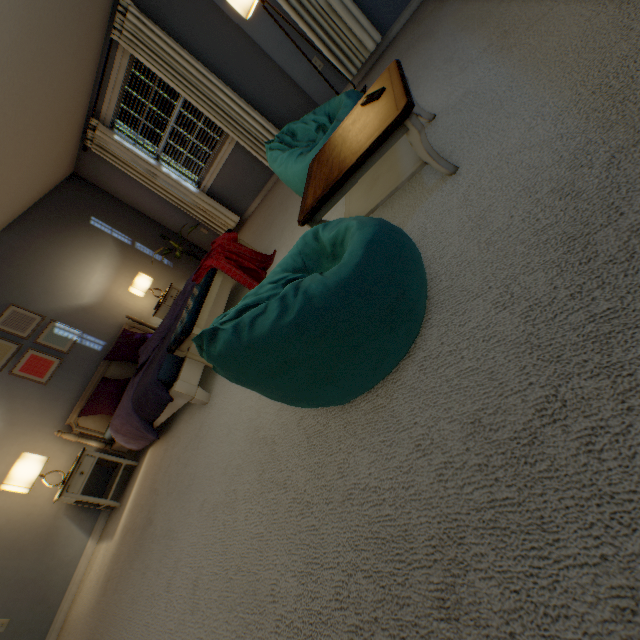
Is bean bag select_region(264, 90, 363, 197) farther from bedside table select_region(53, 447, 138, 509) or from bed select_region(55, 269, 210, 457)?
bedside table select_region(53, 447, 138, 509)

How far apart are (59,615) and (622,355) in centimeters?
446cm

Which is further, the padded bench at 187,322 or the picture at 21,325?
the picture at 21,325

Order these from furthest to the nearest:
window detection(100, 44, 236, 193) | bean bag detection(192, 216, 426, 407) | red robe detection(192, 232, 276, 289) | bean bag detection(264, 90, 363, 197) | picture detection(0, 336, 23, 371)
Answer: window detection(100, 44, 236, 193) < picture detection(0, 336, 23, 371) < red robe detection(192, 232, 276, 289) < bean bag detection(264, 90, 363, 197) < bean bag detection(192, 216, 426, 407)

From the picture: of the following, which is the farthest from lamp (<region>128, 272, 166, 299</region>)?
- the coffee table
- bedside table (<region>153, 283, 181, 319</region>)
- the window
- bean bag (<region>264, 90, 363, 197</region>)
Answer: the coffee table

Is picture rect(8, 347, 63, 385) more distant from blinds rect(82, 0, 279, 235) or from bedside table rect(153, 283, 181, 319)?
blinds rect(82, 0, 279, 235)

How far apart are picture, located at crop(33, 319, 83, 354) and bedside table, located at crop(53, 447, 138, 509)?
0.9 meters

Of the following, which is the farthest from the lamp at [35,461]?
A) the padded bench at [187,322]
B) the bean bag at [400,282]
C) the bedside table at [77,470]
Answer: the bean bag at [400,282]
